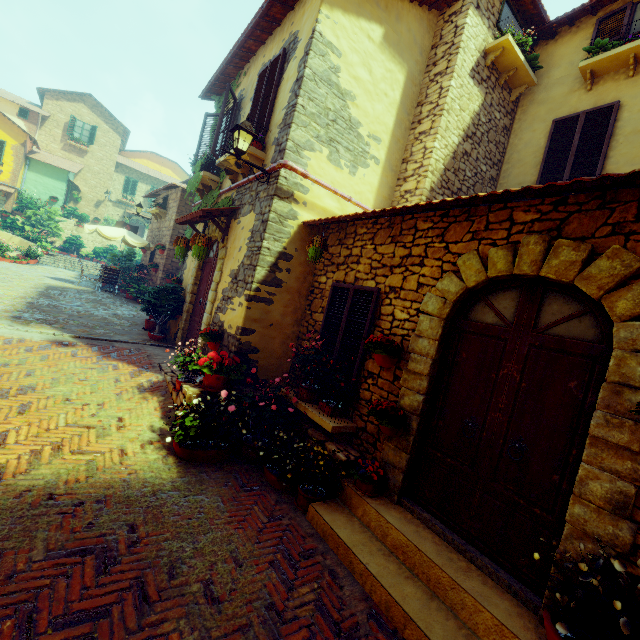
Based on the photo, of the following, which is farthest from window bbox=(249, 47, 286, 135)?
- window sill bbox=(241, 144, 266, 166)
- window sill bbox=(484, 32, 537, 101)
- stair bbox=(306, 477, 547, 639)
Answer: stair bbox=(306, 477, 547, 639)

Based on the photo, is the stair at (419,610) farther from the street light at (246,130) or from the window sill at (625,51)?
the window sill at (625,51)

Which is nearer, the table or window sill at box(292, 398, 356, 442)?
window sill at box(292, 398, 356, 442)

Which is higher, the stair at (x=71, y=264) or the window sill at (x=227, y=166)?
the window sill at (x=227, y=166)

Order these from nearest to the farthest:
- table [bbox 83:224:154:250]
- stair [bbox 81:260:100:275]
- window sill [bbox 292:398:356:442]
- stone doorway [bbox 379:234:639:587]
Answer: stone doorway [bbox 379:234:639:587]
window sill [bbox 292:398:356:442]
table [bbox 83:224:154:250]
stair [bbox 81:260:100:275]

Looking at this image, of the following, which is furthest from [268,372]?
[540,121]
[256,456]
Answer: [540,121]

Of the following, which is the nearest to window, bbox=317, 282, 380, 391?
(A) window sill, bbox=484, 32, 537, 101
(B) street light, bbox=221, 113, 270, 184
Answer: (B) street light, bbox=221, 113, 270, 184

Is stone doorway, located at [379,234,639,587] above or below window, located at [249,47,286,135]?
below
